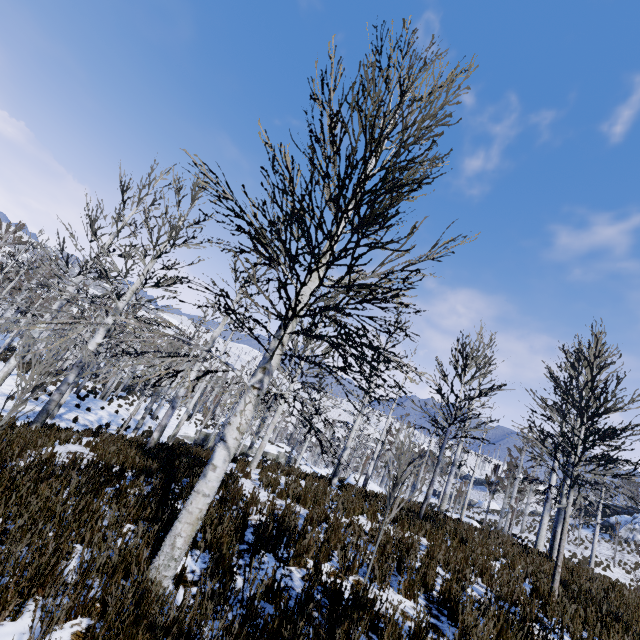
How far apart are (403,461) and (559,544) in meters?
4.3

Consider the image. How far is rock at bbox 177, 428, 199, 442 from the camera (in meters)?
30.56

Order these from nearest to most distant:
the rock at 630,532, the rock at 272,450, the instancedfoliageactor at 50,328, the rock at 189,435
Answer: the instancedfoliageactor at 50,328
the rock at 189,435
the rock at 630,532
the rock at 272,450

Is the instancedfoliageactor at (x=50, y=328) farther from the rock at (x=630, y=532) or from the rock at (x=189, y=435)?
the rock at (x=630, y=532)

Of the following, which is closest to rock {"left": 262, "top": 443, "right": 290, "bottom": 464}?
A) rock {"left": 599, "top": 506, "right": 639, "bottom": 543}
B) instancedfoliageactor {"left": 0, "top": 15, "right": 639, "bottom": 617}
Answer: instancedfoliageactor {"left": 0, "top": 15, "right": 639, "bottom": 617}

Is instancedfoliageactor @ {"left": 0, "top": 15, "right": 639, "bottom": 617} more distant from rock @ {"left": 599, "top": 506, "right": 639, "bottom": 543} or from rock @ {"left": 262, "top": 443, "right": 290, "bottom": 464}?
rock @ {"left": 599, "top": 506, "right": 639, "bottom": 543}
